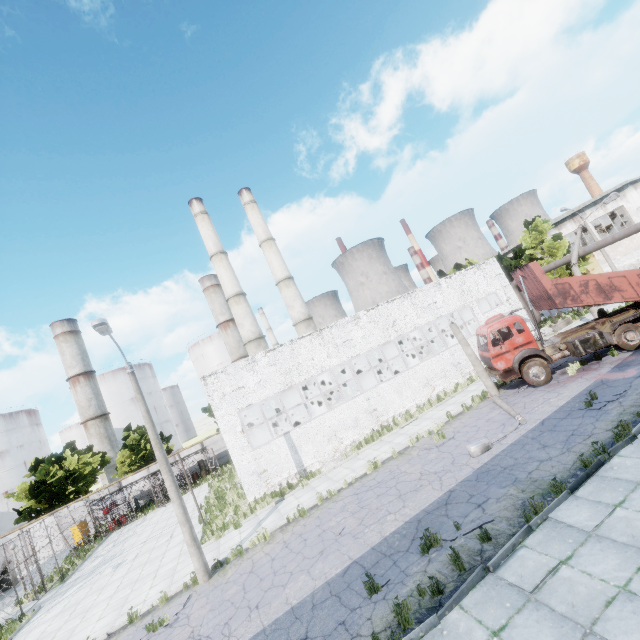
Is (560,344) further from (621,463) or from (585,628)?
(585,628)

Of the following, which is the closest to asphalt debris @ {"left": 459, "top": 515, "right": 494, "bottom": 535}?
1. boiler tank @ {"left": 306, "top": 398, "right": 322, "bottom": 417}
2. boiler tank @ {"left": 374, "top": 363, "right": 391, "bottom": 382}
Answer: boiler tank @ {"left": 306, "top": 398, "right": 322, "bottom": 417}

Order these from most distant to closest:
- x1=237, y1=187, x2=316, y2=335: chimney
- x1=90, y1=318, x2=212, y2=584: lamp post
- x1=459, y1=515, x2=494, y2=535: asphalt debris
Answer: x1=237, y1=187, x2=316, y2=335: chimney → x1=90, y1=318, x2=212, y2=584: lamp post → x1=459, y1=515, x2=494, y2=535: asphalt debris

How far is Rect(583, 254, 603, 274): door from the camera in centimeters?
4128cm

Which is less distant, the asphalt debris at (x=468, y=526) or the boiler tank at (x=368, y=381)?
the asphalt debris at (x=468, y=526)

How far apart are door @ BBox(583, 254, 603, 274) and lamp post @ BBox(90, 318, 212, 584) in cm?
5193

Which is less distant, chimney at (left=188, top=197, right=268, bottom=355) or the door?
chimney at (left=188, top=197, right=268, bottom=355)

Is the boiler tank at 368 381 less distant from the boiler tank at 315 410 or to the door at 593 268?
the boiler tank at 315 410
